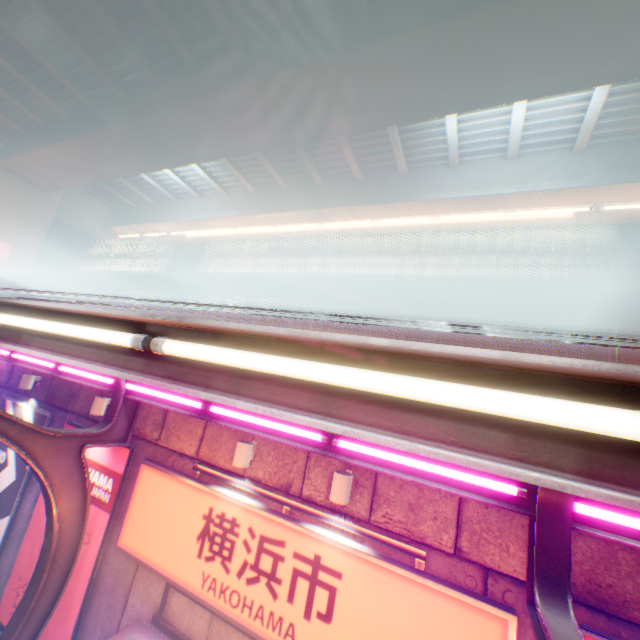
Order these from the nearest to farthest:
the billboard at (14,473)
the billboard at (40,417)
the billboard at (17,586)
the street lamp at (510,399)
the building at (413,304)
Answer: the street lamp at (510,399) → the billboard at (17,586) → the billboard at (14,473) → the billboard at (40,417) → the building at (413,304)

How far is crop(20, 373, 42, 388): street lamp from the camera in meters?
9.1 m

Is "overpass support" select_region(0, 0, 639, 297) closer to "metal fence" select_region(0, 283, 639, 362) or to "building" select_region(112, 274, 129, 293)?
"metal fence" select_region(0, 283, 639, 362)

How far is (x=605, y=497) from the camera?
0.94m

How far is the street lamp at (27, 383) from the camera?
9.1m

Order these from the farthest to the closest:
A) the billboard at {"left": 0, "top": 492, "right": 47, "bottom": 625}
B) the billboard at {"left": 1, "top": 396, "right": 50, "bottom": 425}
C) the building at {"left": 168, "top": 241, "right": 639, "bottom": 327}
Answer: the building at {"left": 168, "top": 241, "right": 639, "bottom": 327} < the billboard at {"left": 1, "top": 396, "right": 50, "bottom": 425} < the billboard at {"left": 0, "top": 492, "right": 47, "bottom": 625}

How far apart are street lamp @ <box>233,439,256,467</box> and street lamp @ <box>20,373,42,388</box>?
7.60m

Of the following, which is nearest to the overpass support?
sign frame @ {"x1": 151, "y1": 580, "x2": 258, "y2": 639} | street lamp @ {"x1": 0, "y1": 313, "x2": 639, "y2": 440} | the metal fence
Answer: the metal fence
